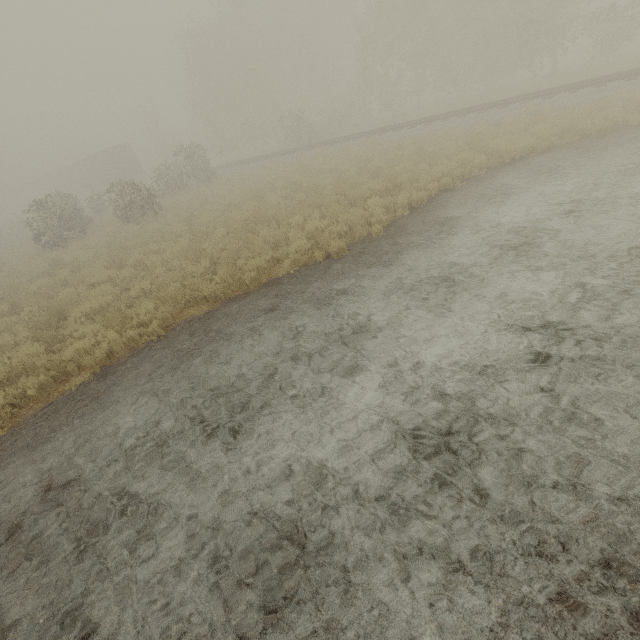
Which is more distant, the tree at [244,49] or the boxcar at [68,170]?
the boxcar at [68,170]

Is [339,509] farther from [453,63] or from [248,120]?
[248,120]

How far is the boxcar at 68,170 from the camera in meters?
40.1 m

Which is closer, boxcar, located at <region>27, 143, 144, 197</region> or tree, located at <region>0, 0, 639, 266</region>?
tree, located at <region>0, 0, 639, 266</region>

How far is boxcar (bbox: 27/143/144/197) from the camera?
40.09m
